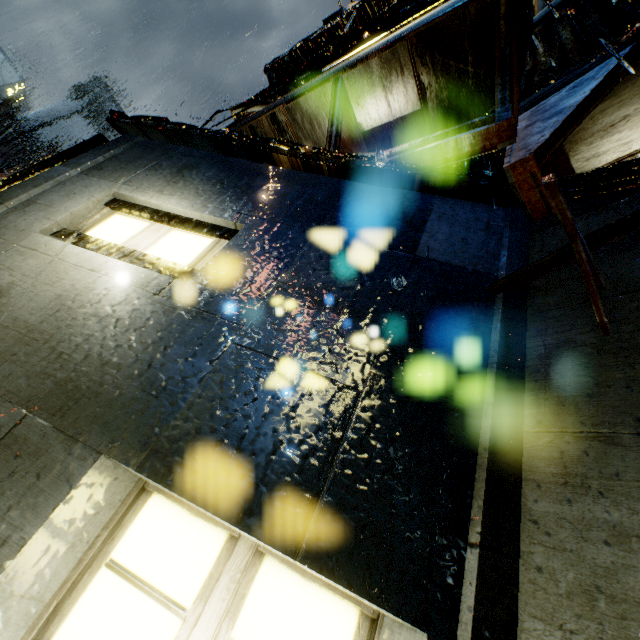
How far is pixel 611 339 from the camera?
1.7m

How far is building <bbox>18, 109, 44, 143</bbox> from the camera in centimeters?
5784cm

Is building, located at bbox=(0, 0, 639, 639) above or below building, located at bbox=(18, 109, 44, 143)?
below

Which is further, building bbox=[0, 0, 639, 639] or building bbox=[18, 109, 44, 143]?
building bbox=[18, 109, 44, 143]

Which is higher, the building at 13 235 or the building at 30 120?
the building at 30 120

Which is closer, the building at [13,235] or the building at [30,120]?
the building at [13,235]
